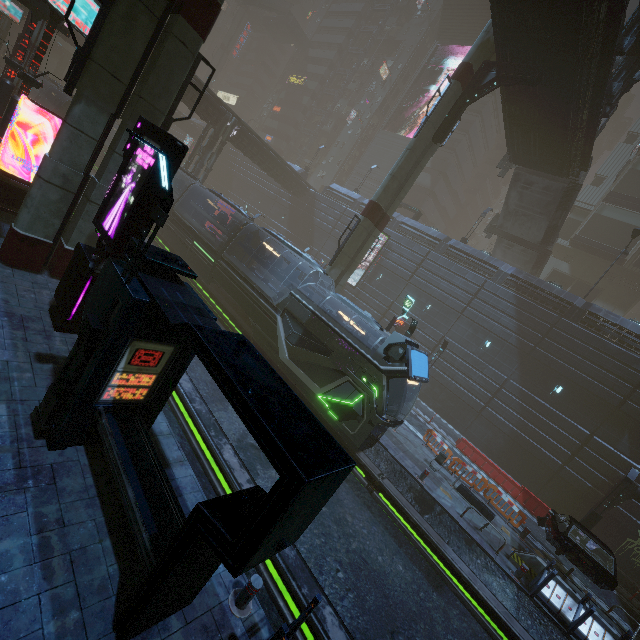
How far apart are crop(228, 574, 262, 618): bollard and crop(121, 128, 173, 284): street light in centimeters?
547cm

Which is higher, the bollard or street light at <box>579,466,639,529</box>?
street light at <box>579,466,639,529</box>

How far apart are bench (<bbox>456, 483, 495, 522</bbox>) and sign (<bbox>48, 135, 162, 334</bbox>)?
16.53m

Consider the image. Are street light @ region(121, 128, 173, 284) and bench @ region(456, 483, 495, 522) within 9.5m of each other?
no

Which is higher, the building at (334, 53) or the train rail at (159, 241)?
the building at (334, 53)

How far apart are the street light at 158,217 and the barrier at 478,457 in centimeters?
2275cm

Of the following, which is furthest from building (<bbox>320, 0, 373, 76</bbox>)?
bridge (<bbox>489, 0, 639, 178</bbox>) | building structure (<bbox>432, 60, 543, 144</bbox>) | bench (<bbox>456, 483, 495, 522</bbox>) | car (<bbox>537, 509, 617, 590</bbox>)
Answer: building structure (<bbox>432, 60, 543, 144</bbox>)

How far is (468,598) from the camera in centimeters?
1061cm
